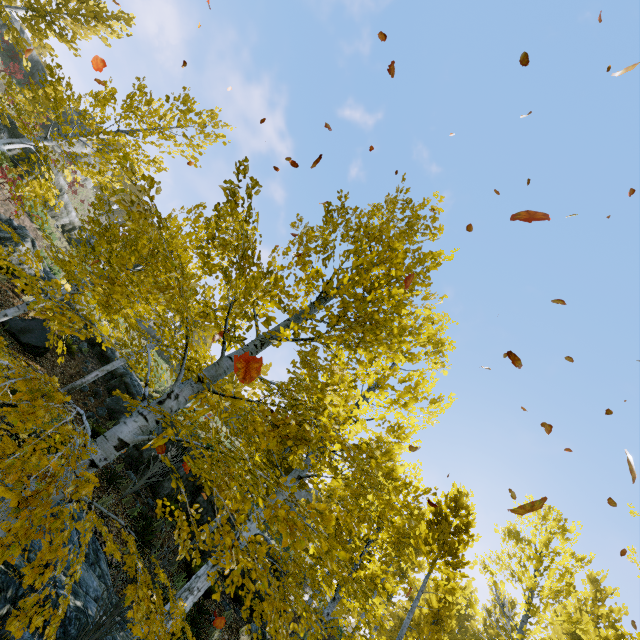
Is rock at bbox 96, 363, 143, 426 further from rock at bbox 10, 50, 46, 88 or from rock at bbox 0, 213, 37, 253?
rock at bbox 10, 50, 46, 88

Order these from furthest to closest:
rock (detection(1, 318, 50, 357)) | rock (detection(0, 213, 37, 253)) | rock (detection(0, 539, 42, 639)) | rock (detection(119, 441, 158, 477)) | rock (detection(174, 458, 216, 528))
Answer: rock (detection(0, 213, 37, 253)) → rock (detection(174, 458, 216, 528)) → rock (detection(119, 441, 158, 477)) → rock (detection(1, 318, 50, 357)) → rock (detection(0, 539, 42, 639))

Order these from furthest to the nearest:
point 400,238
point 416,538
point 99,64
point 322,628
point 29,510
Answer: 1. point 416,538
2. point 99,64
3. point 400,238
4. point 322,628
5. point 29,510

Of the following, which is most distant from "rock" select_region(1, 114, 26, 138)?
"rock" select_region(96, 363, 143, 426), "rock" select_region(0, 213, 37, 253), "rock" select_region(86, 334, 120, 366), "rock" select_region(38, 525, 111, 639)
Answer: "rock" select_region(38, 525, 111, 639)

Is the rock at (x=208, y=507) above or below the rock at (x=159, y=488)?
above

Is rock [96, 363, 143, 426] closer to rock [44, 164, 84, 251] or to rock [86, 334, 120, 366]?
rock [86, 334, 120, 366]

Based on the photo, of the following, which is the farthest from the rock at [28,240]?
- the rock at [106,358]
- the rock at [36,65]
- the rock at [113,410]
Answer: the rock at [36,65]
